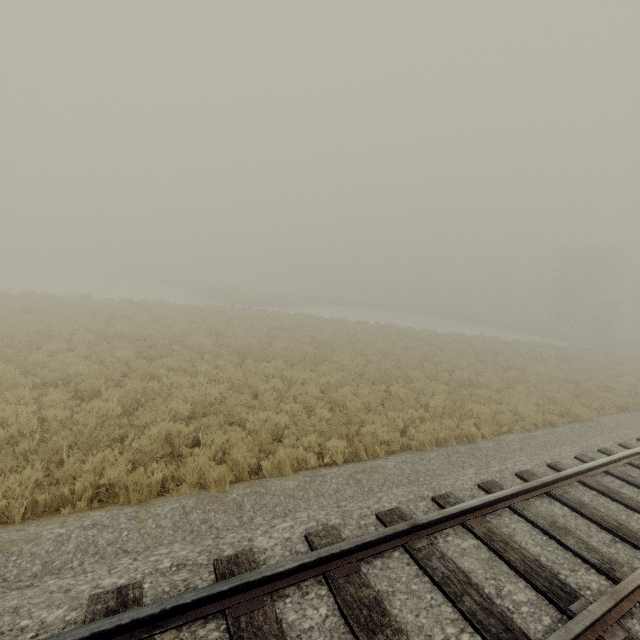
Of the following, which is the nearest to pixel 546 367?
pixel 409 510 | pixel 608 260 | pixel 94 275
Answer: pixel 409 510
